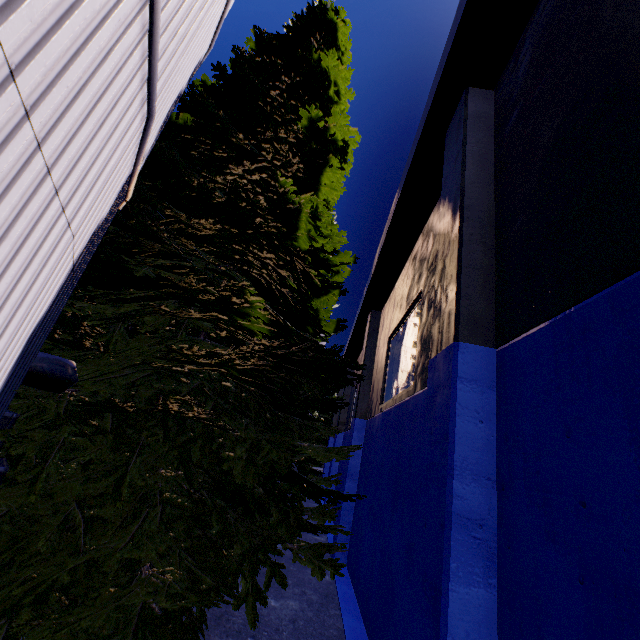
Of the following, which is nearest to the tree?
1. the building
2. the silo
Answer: the silo

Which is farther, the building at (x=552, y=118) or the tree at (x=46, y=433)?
the tree at (x=46, y=433)

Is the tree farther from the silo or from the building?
the building

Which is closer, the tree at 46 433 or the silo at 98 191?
the silo at 98 191

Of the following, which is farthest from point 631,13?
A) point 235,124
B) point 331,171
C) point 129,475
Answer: point 129,475

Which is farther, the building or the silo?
the building

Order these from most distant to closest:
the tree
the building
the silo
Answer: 1. the tree
2. the building
3. the silo
